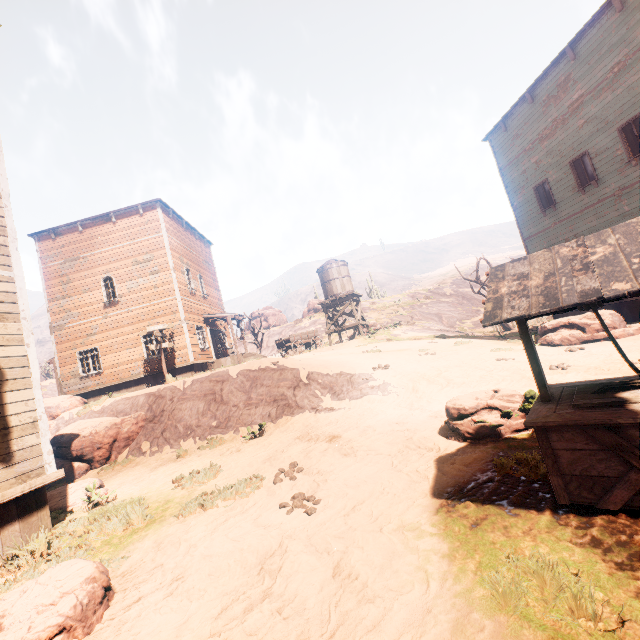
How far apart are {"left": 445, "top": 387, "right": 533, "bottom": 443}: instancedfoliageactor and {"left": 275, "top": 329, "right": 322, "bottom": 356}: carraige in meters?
18.1 m

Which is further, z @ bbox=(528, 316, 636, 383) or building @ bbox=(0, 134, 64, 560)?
z @ bbox=(528, 316, 636, 383)

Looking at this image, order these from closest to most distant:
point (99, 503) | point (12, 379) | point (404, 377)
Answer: point (12, 379) → point (99, 503) → point (404, 377)

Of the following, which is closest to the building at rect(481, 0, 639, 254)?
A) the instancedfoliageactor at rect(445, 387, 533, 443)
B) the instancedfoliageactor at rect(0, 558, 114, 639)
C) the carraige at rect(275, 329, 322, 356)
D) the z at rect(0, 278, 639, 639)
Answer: the z at rect(0, 278, 639, 639)

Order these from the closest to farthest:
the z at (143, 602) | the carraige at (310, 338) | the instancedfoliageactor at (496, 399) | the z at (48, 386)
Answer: the z at (143, 602), the instancedfoliageactor at (496, 399), the carraige at (310, 338), the z at (48, 386)

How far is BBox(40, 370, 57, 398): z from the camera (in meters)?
33.94

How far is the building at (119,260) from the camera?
18.8 meters

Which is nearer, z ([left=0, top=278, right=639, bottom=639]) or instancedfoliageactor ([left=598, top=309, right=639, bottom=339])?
z ([left=0, top=278, right=639, bottom=639])
